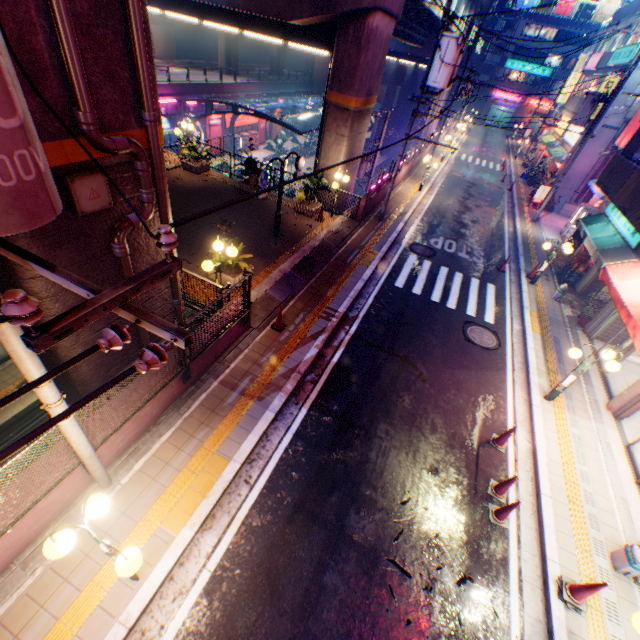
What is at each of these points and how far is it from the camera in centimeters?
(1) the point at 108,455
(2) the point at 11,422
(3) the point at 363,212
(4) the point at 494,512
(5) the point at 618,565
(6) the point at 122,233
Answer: (1) concrete block, 598cm
(2) railway, 1241cm
(3) concrete block, 1631cm
(4) road cone, 695cm
(5) trash box, 631cm
(6) pipe, 572cm

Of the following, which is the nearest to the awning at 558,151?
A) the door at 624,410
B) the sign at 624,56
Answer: the sign at 624,56

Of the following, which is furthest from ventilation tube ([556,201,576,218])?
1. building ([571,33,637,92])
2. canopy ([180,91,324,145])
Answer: canopy ([180,91,324,145])

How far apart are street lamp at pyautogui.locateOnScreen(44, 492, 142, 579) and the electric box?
4.1m

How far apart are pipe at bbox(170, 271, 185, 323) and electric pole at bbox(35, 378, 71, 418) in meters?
2.2

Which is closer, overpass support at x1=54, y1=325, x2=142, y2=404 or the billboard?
overpass support at x1=54, y1=325, x2=142, y2=404

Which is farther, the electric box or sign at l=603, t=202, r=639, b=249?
sign at l=603, t=202, r=639, b=249

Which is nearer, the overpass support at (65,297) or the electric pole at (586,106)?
the overpass support at (65,297)
